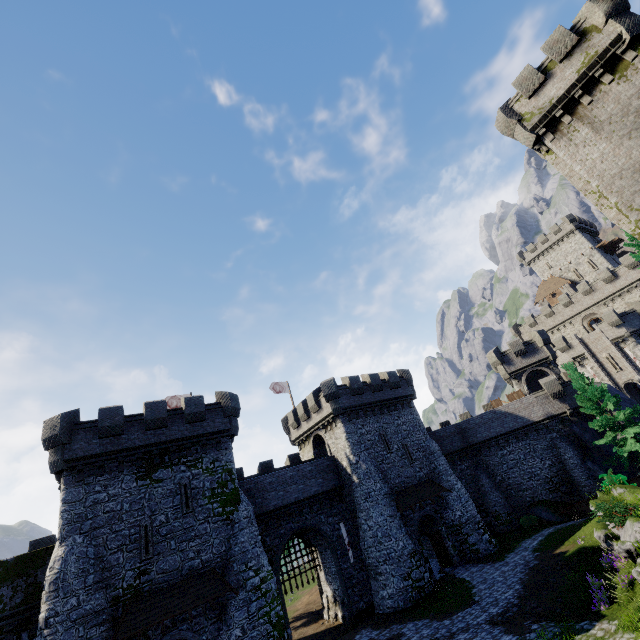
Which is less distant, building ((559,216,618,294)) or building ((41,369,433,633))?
building ((41,369,433,633))

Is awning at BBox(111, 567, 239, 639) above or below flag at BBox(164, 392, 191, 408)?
below

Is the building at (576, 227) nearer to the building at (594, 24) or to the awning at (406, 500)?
the building at (594, 24)

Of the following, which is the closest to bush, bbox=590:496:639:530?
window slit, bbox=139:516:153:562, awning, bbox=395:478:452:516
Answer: awning, bbox=395:478:452:516

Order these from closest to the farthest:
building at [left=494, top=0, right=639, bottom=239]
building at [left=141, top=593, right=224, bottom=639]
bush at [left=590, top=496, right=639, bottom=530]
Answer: bush at [left=590, top=496, right=639, bottom=530] → building at [left=141, top=593, right=224, bottom=639] → building at [left=494, top=0, right=639, bottom=239]

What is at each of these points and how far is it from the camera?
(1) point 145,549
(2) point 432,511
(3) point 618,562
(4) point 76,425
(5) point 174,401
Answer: (1) window slit, 18.30m
(2) building, 28.06m
(3) instancedfoliageactor, 14.28m
(4) building, 19.80m
(5) flag, 32.06m

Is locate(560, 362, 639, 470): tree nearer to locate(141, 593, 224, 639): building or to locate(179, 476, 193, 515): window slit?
locate(141, 593, 224, 639): building

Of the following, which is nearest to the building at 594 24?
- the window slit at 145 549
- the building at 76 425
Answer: the building at 76 425
